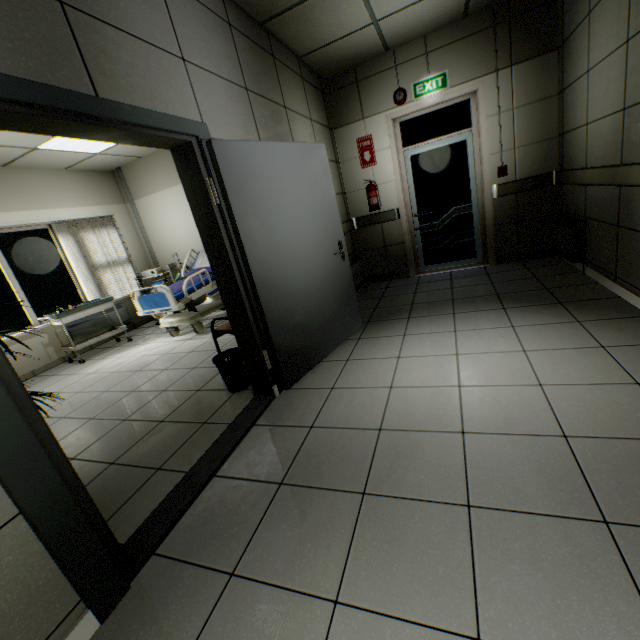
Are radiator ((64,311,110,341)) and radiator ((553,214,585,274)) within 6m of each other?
no

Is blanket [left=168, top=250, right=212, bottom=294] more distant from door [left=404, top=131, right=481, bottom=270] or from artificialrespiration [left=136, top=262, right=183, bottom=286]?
door [left=404, top=131, right=481, bottom=270]

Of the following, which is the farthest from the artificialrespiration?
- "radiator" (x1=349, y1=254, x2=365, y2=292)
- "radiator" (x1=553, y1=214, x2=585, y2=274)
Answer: "radiator" (x1=553, y1=214, x2=585, y2=274)

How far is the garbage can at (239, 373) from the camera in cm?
296

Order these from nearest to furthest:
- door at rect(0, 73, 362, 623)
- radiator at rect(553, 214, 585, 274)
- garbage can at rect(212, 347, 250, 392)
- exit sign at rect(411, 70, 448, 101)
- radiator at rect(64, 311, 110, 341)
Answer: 1. door at rect(0, 73, 362, 623)
2. garbage can at rect(212, 347, 250, 392)
3. radiator at rect(553, 214, 585, 274)
4. exit sign at rect(411, 70, 448, 101)
5. radiator at rect(64, 311, 110, 341)

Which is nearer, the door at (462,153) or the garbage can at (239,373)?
the garbage can at (239,373)

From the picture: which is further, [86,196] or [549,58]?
[86,196]

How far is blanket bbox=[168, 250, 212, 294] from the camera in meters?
5.1
